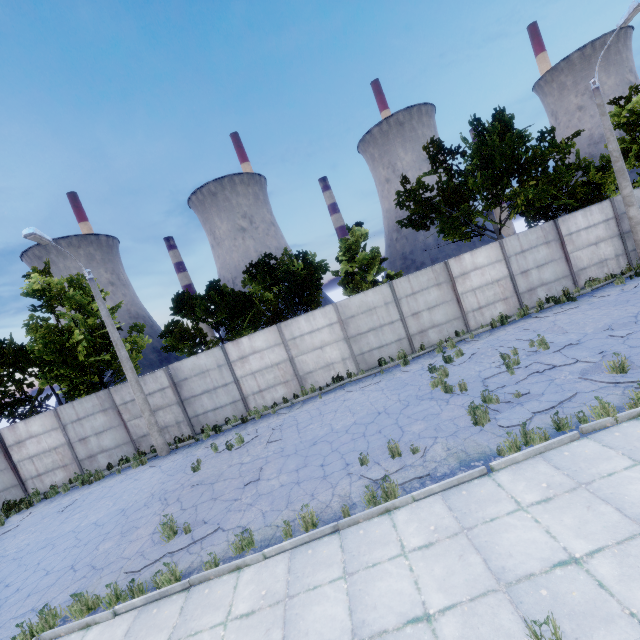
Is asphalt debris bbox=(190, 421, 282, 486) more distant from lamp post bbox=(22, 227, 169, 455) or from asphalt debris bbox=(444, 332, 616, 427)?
asphalt debris bbox=(444, 332, 616, 427)

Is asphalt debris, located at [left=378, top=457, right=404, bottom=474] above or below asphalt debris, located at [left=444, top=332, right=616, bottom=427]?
below

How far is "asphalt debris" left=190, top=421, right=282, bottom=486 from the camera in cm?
1066

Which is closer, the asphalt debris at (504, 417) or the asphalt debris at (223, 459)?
the asphalt debris at (504, 417)

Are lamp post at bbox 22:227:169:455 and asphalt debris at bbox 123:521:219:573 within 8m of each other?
yes

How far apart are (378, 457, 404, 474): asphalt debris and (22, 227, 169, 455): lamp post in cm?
1036

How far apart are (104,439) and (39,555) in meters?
6.6 m

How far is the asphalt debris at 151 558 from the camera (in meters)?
7.13
